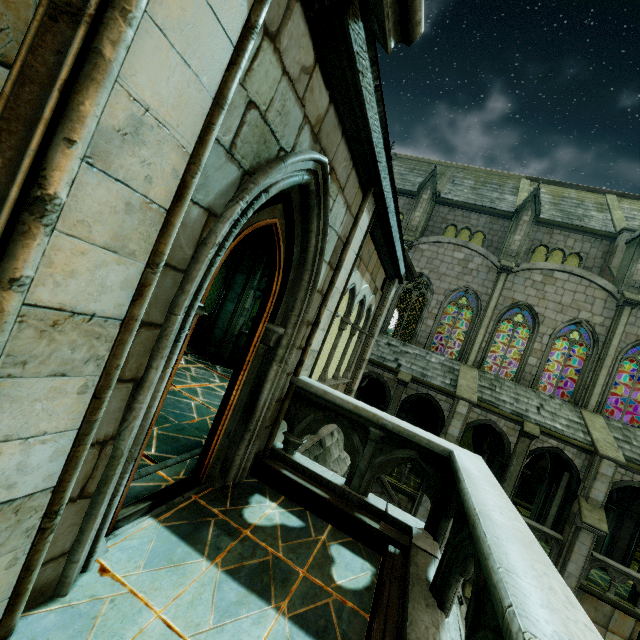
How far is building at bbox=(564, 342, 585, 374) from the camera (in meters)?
30.59

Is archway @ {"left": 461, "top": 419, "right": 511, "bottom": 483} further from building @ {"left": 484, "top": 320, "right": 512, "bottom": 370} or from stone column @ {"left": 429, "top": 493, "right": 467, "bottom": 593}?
stone column @ {"left": 429, "top": 493, "right": 467, "bottom": 593}

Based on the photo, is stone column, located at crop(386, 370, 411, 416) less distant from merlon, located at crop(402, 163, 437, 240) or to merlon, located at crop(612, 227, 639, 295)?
merlon, located at crop(402, 163, 437, 240)

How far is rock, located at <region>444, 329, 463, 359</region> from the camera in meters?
33.2

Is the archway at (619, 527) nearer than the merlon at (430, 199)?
Yes

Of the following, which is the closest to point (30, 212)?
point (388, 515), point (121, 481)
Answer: point (121, 481)

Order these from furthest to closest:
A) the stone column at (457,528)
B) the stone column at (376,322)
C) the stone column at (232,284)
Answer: the stone column at (232,284), the stone column at (376,322), the stone column at (457,528)

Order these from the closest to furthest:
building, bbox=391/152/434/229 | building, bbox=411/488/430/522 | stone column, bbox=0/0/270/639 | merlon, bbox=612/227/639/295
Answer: stone column, bbox=0/0/270/639 → building, bbox=411/488/430/522 → merlon, bbox=612/227/639/295 → building, bbox=391/152/434/229
